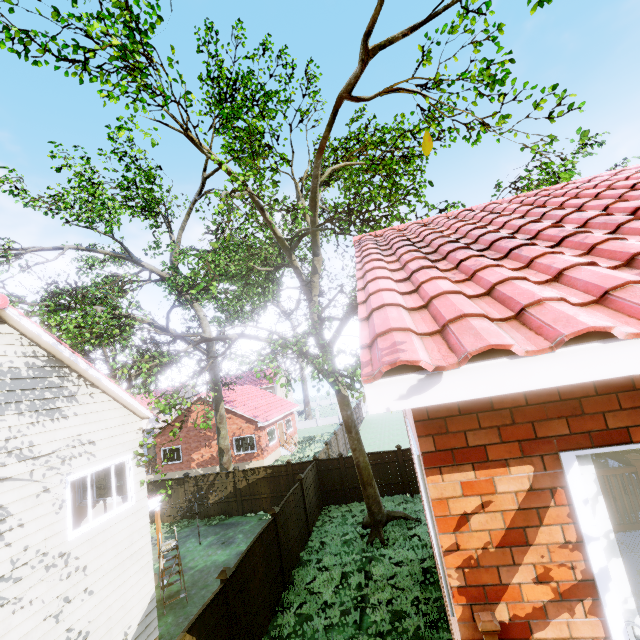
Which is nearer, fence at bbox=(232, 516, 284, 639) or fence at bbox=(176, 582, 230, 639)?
fence at bbox=(176, 582, 230, 639)

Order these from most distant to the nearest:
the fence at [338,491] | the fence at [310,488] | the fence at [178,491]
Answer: the fence at [178,491]
the fence at [338,491]
the fence at [310,488]

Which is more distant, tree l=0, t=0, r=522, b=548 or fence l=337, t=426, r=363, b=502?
fence l=337, t=426, r=363, b=502

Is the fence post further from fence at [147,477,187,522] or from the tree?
the tree

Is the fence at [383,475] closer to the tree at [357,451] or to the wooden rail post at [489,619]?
the tree at [357,451]

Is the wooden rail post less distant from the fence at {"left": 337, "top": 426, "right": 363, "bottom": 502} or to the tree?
the tree

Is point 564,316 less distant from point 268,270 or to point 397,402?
point 397,402
